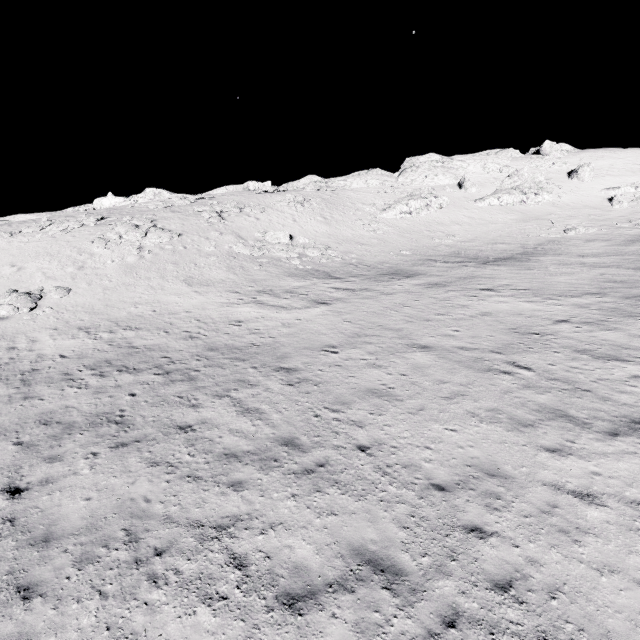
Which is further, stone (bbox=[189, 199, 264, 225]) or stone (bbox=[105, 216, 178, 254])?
stone (bbox=[189, 199, 264, 225])

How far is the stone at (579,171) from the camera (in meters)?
50.31

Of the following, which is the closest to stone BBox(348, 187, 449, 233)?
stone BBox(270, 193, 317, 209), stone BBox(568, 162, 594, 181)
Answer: stone BBox(270, 193, 317, 209)

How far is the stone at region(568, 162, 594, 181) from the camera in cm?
5031

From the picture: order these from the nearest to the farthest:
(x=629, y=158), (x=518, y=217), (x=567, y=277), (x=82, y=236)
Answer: (x=567, y=277), (x=82, y=236), (x=518, y=217), (x=629, y=158)

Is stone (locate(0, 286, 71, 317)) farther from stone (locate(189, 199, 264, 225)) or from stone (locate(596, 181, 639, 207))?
stone (locate(596, 181, 639, 207))

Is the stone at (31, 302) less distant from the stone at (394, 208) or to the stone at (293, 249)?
the stone at (293, 249)

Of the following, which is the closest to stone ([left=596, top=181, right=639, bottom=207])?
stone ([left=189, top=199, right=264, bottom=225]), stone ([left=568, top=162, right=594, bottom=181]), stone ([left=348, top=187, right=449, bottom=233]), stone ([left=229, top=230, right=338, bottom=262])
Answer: stone ([left=568, top=162, right=594, bottom=181])
